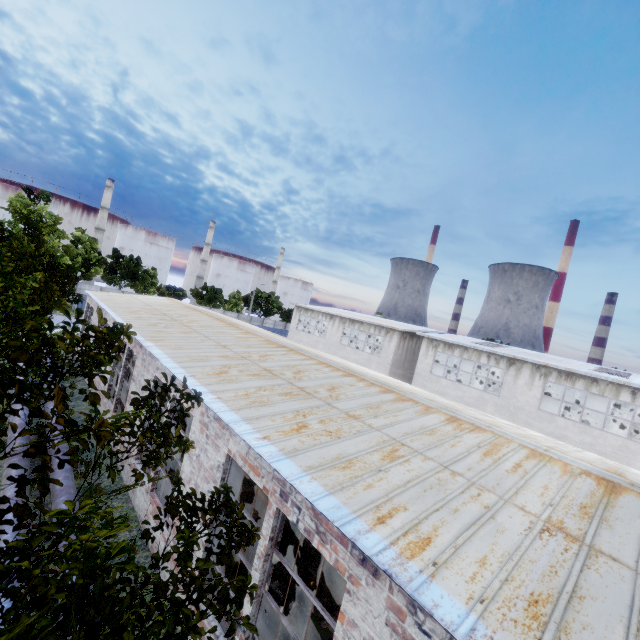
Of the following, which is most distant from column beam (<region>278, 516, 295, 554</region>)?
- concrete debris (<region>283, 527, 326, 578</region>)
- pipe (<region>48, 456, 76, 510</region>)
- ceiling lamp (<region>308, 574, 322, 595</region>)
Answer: pipe (<region>48, 456, 76, 510</region>)

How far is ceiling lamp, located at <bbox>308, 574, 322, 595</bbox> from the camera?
8.9m

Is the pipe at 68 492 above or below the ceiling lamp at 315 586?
above

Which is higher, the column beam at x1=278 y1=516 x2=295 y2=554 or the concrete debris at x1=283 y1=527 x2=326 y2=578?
the column beam at x1=278 y1=516 x2=295 y2=554

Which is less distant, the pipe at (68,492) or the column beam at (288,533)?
the pipe at (68,492)

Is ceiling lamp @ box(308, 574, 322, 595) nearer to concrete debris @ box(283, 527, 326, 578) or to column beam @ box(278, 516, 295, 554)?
concrete debris @ box(283, 527, 326, 578)

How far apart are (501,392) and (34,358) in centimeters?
2616cm

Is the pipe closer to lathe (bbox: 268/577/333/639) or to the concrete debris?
the concrete debris
